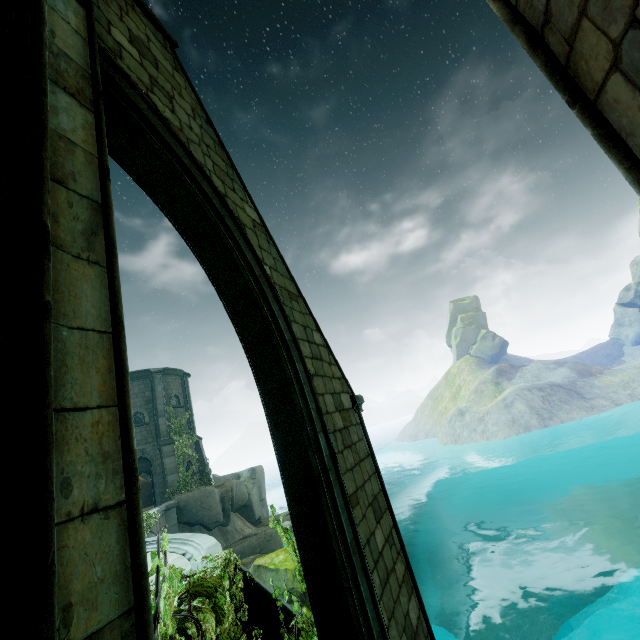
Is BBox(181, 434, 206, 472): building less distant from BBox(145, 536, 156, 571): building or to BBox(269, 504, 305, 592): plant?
BBox(145, 536, 156, 571): building

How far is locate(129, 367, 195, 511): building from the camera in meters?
22.6 m

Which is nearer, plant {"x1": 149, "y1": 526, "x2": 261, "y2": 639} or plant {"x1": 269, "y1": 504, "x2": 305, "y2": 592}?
plant {"x1": 149, "y1": 526, "x2": 261, "y2": 639}

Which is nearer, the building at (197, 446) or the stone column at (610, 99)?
the stone column at (610, 99)

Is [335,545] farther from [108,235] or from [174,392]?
[174,392]

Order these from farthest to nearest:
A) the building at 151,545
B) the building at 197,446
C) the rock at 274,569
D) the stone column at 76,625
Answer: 1. the building at 197,446
2. the rock at 274,569
3. the building at 151,545
4. the stone column at 76,625

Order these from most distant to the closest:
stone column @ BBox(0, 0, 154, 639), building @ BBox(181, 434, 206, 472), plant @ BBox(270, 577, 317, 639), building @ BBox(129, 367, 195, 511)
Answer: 1. building @ BBox(181, 434, 206, 472)
2. building @ BBox(129, 367, 195, 511)
3. plant @ BBox(270, 577, 317, 639)
4. stone column @ BBox(0, 0, 154, 639)

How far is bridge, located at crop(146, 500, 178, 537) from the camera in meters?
16.5
